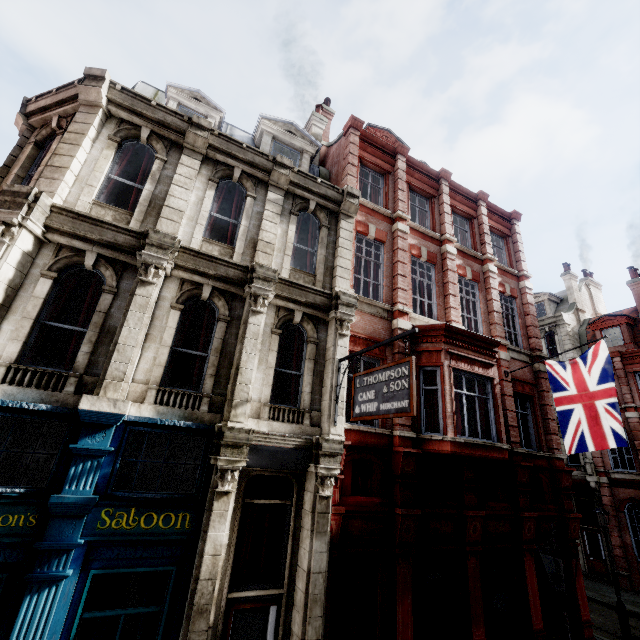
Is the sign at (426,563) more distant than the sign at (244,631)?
Yes

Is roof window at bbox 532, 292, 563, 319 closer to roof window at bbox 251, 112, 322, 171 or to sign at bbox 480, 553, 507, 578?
sign at bbox 480, 553, 507, 578

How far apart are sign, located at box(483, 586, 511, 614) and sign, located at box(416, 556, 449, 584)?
1.4m

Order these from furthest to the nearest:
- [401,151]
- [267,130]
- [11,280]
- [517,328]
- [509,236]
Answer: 1. [509,236]
2. [517,328]
3. [401,151]
4. [267,130]
5. [11,280]

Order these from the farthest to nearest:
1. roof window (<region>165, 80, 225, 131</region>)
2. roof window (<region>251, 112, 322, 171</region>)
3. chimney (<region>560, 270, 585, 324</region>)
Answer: chimney (<region>560, 270, 585, 324</region>) < roof window (<region>251, 112, 322, 171</region>) < roof window (<region>165, 80, 225, 131</region>)

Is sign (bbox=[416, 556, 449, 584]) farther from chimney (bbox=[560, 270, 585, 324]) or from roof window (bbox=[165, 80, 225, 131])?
chimney (bbox=[560, 270, 585, 324])

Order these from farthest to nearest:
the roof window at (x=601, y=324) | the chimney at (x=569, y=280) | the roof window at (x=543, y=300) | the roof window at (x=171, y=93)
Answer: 1. the roof window at (x=543, y=300)
2. the chimney at (x=569, y=280)
3. the roof window at (x=601, y=324)
4. the roof window at (x=171, y=93)

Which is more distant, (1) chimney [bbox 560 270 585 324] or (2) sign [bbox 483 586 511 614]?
(1) chimney [bbox 560 270 585 324]
